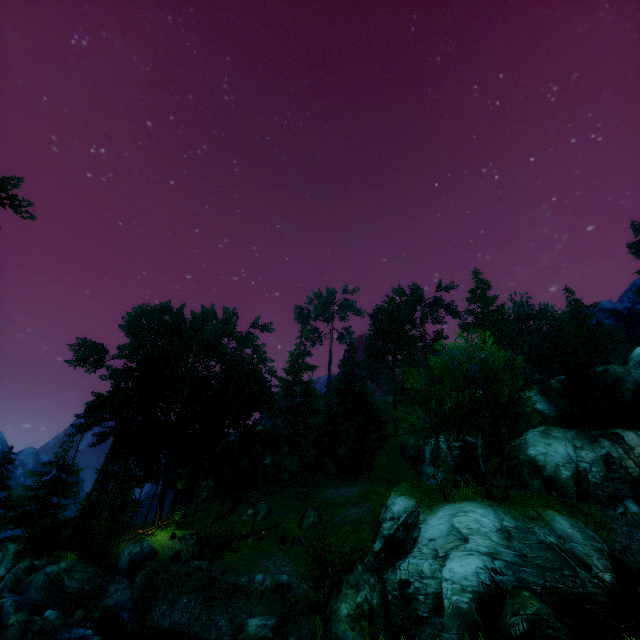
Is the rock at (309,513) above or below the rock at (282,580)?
above

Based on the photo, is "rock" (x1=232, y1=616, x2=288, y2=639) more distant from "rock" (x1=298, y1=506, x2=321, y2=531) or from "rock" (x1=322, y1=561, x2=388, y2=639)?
"rock" (x1=298, y1=506, x2=321, y2=531)

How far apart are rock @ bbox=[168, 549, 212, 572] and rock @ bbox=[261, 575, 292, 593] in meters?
3.1 m

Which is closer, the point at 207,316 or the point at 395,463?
the point at 395,463

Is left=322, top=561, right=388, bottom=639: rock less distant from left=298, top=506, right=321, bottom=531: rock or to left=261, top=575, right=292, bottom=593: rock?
left=261, top=575, right=292, bottom=593: rock

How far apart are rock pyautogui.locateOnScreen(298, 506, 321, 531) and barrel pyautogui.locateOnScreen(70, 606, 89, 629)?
13.6 meters

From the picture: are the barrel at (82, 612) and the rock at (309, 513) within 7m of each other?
no

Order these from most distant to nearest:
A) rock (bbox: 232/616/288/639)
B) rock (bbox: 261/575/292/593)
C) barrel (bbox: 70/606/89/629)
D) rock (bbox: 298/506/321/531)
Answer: rock (bbox: 298/506/321/531) → rock (bbox: 261/575/292/593) → barrel (bbox: 70/606/89/629) → rock (bbox: 232/616/288/639)
